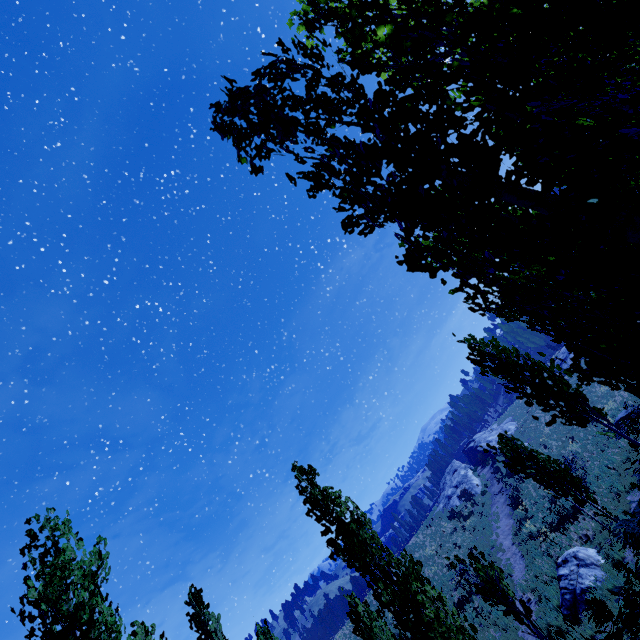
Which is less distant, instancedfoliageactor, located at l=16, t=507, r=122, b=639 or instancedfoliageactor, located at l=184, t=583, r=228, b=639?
instancedfoliageactor, located at l=16, t=507, r=122, b=639

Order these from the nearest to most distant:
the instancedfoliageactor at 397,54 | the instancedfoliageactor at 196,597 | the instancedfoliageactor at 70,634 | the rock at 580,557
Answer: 1. the instancedfoliageactor at 397,54
2. the instancedfoliageactor at 70,634
3. the rock at 580,557
4. the instancedfoliageactor at 196,597

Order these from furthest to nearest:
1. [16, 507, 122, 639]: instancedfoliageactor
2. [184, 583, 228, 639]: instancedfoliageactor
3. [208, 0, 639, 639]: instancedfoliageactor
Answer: [184, 583, 228, 639]: instancedfoliageactor
[16, 507, 122, 639]: instancedfoliageactor
[208, 0, 639, 639]: instancedfoliageactor

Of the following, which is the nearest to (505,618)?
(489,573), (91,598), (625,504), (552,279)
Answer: (625,504)

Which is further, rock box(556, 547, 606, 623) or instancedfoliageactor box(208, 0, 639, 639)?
rock box(556, 547, 606, 623)

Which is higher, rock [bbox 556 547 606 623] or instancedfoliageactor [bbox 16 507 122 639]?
instancedfoliageactor [bbox 16 507 122 639]

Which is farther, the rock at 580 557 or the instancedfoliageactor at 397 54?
the rock at 580 557

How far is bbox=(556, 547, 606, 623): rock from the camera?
10.9m
